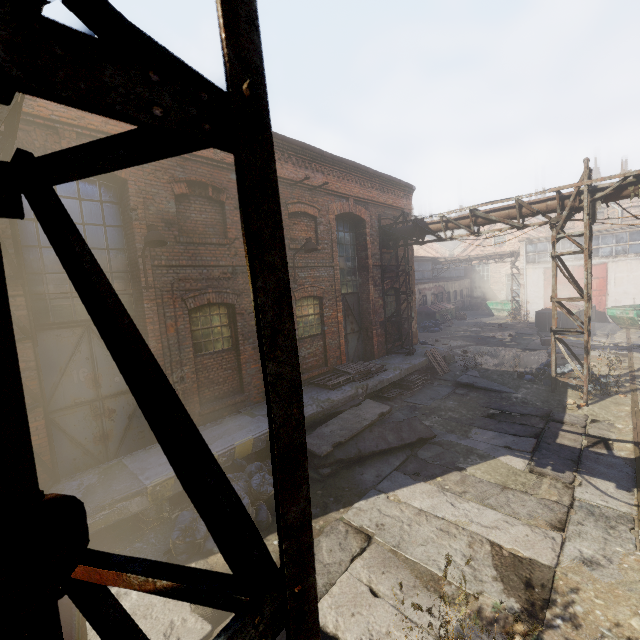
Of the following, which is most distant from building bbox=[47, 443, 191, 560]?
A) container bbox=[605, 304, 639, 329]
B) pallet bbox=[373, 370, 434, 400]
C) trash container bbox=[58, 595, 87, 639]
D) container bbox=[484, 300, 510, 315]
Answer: container bbox=[484, 300, 510, 315]

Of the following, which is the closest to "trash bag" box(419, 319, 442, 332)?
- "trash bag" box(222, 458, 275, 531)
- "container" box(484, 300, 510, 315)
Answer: "container" box(484, 300, 510, 315)

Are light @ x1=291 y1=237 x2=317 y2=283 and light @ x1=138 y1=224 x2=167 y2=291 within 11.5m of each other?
yes

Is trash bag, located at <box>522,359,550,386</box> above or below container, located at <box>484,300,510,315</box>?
below

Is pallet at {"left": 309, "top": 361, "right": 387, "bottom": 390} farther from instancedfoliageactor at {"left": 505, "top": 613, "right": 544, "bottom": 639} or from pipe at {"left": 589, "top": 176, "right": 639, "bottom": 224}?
instancedfoliageactor at {"left": 505, "top": 613, "right": 544, "bottom": 639}

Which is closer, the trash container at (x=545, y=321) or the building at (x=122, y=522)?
the building at (x=122, y=522)

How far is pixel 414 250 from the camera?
43.06m

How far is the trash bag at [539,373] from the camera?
11.0m
